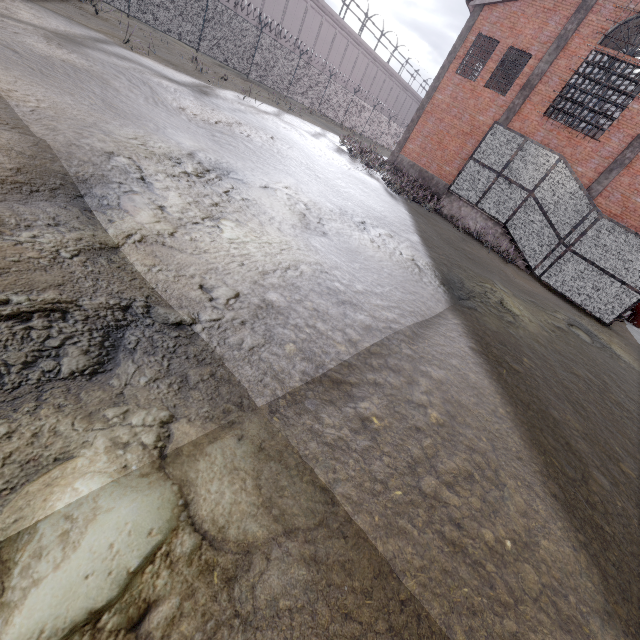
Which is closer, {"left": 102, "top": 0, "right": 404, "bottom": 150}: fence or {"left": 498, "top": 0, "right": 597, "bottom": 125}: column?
{"left": 498, "top": 0, "right": 597, "bottom": 125}: column

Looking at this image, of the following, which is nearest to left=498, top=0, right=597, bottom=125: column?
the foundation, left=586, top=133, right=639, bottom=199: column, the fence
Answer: the foundation

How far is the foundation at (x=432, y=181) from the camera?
20.58m

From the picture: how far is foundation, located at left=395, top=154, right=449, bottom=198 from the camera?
20.6 meters

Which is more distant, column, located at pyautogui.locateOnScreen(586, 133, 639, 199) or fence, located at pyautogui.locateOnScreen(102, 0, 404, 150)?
fence, located at pyautogui.locateOnScreen(102, 0, 404, 150)

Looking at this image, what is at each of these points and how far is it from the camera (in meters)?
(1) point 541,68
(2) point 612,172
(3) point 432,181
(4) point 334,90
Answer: (1) column, 16.58
(2) column, 15.77
(3) foundation, 20.83
(4) fence, 28.77

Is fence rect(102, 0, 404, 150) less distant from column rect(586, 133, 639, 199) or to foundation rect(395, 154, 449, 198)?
foundation rect(395, 154, 449, 198)

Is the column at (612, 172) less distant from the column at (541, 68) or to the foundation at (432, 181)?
the column at (541, 68)
